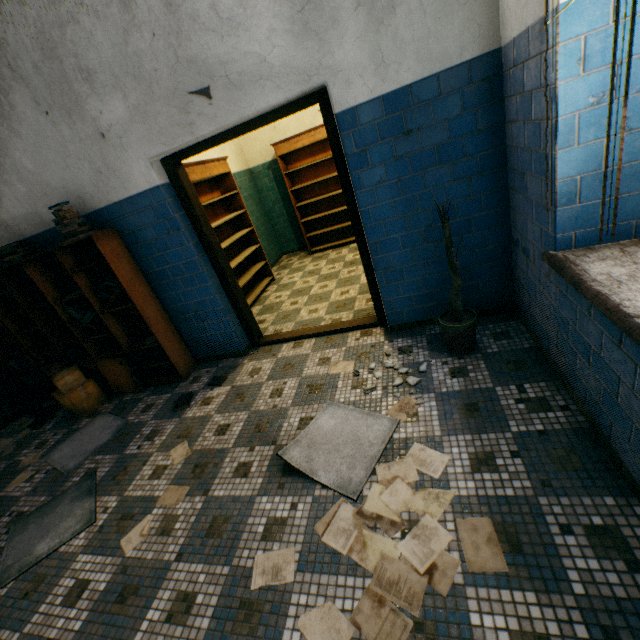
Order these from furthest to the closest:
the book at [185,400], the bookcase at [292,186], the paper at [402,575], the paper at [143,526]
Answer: the bookcase at [292,186] → the book at [185,400] → the paper at [143,526] → the paper at [402,575]

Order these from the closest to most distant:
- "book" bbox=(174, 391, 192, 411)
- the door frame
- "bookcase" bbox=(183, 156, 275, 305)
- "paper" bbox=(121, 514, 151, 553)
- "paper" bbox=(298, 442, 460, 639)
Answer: "paper" bbox=(298, 442, 460, 639)
"paper" bbox=(121, 514, 151, 553)
the door frame
"book" bbox=(174, 391, 192, 411)
"bookcase" bbox=(183, 156, 275, 305)

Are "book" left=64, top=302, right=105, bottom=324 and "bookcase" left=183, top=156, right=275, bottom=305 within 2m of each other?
yes

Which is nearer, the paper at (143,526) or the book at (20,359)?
the paper at (143,526)

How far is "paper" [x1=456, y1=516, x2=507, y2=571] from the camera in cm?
142

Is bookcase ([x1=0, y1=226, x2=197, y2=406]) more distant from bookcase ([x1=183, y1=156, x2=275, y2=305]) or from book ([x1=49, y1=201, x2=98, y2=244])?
bookcase ([x1=183, y1=156, x2=275, y2=305])

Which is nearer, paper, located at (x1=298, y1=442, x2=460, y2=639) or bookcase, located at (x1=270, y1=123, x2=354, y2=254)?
paper, located at (x1=298, y1=442, x2=460, y2=639)

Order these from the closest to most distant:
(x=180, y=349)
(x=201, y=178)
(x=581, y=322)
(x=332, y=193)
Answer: (x=581, y=322)
(x=180, y=349)
(x=201, y=178)
(x=332, y=193)
